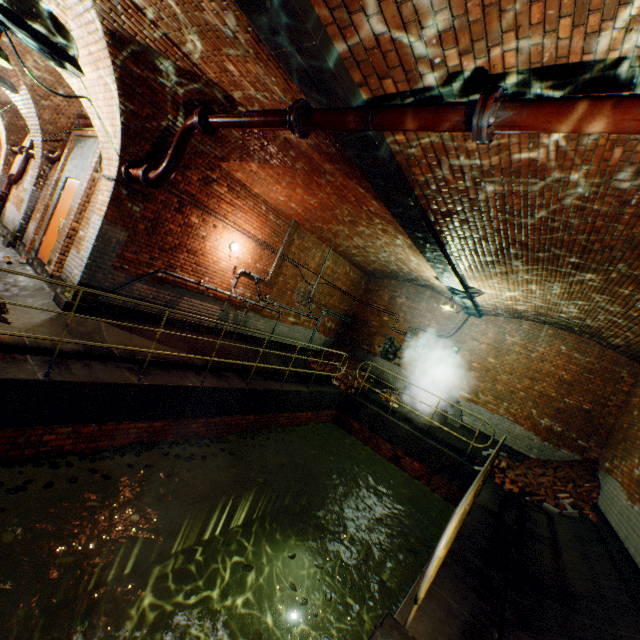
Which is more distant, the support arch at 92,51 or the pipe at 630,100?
the support arch at 92,51

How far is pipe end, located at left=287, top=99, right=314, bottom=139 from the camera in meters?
3.5 m

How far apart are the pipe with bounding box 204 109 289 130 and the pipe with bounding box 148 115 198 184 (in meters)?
0.20

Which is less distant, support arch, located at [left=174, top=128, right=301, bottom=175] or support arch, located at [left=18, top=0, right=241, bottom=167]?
support arch, located at [left=18, top=0, right=241, bottom=167]

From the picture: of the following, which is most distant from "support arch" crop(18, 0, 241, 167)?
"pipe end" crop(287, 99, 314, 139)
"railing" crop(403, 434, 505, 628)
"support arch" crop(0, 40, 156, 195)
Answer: "railing" crop(403, 434, 505, 628)

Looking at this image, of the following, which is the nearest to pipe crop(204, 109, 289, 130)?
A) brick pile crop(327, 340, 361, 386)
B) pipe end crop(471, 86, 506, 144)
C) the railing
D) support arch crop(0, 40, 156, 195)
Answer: pipe end crop(471, 86, 506, 144)

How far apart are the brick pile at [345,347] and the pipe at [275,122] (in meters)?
9.10

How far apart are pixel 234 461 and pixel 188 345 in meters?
3.1 m
